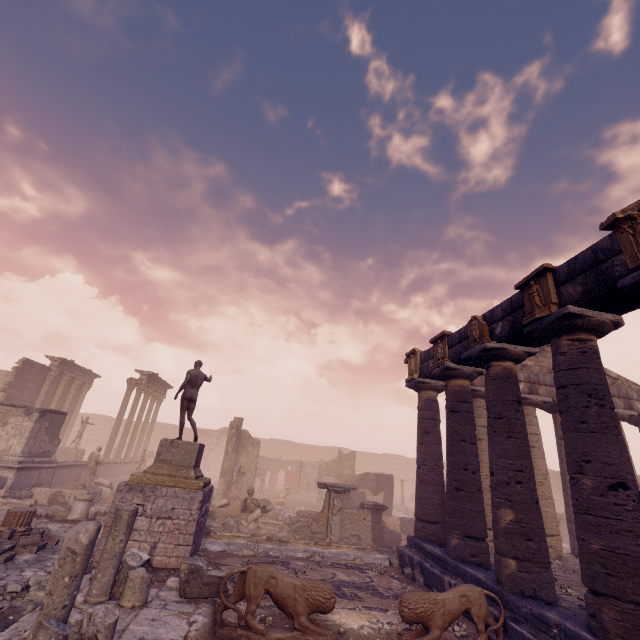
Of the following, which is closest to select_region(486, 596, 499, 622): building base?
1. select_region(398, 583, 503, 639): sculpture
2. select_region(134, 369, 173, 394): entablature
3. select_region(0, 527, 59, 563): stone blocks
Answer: select_region(398, 583, 503, 639): sculpture

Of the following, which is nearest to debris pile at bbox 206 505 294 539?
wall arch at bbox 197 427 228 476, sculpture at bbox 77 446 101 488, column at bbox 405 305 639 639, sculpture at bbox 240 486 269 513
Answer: sculpture at bbox 240 486 269 513

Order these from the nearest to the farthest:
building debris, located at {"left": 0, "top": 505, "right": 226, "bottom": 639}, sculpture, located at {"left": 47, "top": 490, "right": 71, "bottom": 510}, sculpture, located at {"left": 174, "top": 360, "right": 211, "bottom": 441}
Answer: building debris, located at {"left": 0, "top": 505, "right": 226, "bottom": 639}, sculpture, located at {"left": 174, "top": 360, "right": 211, "bottom": 441}, sculpture, located at {"left": 47, "top": 490, "right": 71, "bottom": 510}

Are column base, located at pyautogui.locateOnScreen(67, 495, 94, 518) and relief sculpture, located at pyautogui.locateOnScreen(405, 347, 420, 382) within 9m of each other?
no

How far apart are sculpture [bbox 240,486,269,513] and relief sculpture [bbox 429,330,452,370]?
9.9 meters

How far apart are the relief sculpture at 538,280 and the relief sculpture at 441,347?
3.34m

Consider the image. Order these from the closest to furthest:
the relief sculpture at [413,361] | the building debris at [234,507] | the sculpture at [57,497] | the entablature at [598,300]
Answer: the entablature at [598,300]
the relief sculpture at [413,361]
the sculpture at [57,497]
the building debris at [234,507]

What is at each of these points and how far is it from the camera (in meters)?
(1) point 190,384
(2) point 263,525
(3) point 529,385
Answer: (1) sculpture, 11.34
(2) debris pile, 13.76
(3) entablature, 13.29
